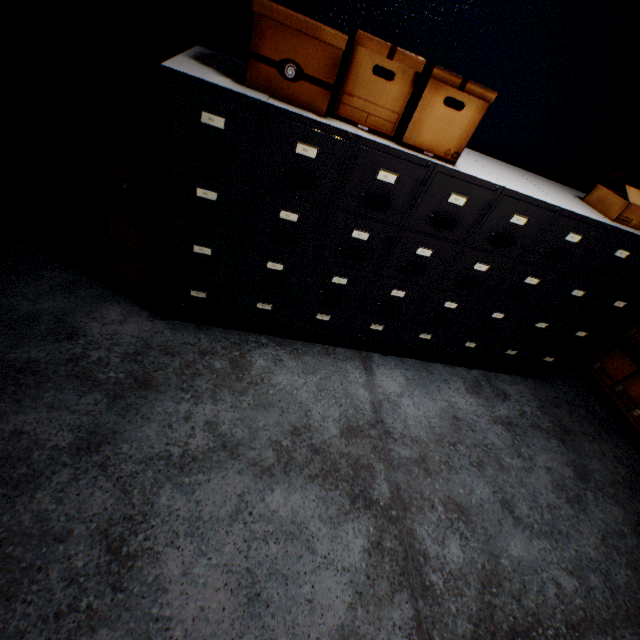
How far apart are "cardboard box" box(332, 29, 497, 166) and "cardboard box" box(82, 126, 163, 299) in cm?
58

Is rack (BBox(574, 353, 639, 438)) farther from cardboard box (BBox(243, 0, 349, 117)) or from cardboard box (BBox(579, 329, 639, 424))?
cardboard box (BBox(243, 0, 349, 117))

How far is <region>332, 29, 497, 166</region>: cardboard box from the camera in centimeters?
129cm

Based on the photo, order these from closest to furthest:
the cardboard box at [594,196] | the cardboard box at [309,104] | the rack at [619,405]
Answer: the cardboard box at [309,104] → the cardboard box at [594,196] → the rack at [619,405]

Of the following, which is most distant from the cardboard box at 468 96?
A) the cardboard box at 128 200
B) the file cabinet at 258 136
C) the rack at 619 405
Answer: the rack at 619 405

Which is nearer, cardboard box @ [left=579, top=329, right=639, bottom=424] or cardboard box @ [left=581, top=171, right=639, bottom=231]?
cardboard box @ [left=581, top=171, right=639, bottom=231]

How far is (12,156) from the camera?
1.94m

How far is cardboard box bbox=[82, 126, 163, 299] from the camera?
1.6 meters
